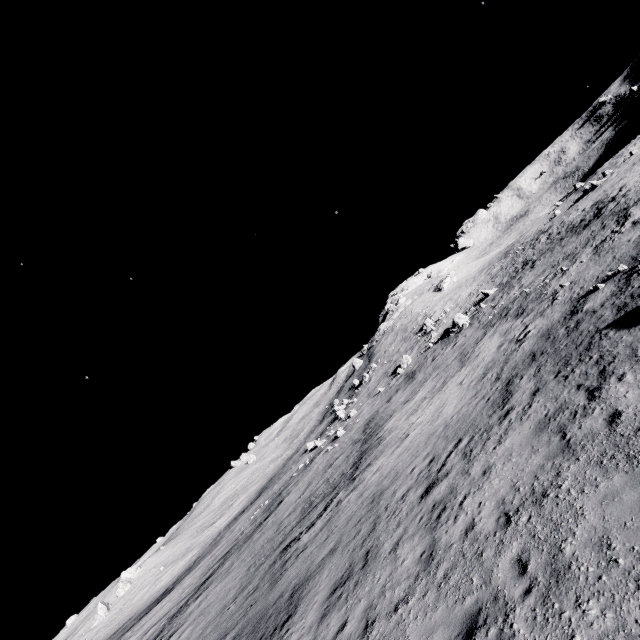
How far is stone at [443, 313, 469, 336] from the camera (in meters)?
34.61

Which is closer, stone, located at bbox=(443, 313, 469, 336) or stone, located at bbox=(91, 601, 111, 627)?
stone, located at bbox=(443, 313, 469, 336)

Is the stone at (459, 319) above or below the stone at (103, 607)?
below

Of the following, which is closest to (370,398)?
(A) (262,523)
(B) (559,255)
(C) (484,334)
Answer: (A) (262,523)

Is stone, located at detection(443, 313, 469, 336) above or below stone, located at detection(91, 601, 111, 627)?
below

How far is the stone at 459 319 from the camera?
34.6m

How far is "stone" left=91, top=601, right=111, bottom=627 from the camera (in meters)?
55.43
